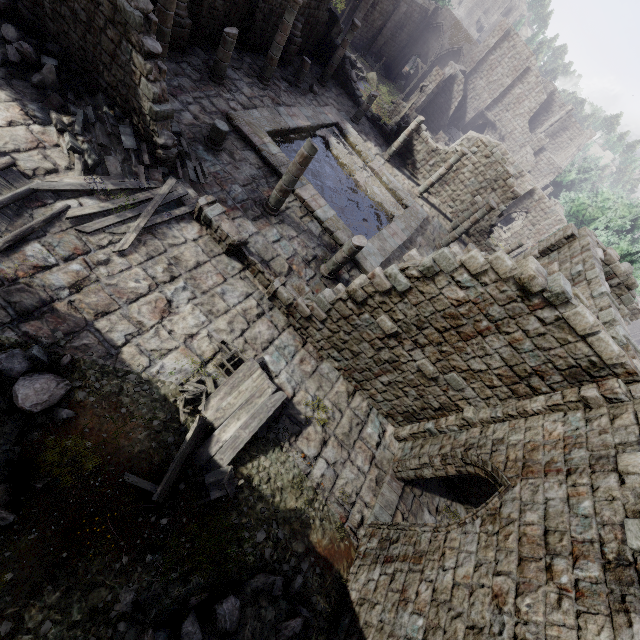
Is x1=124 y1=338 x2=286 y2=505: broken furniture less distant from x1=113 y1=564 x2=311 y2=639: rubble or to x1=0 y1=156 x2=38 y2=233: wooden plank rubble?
x1=113 y1=564 x2=311 y2=639: rubble

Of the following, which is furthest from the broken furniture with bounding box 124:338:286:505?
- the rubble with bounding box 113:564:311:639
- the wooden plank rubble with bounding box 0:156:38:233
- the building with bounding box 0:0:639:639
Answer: the wooden plank rubble with bounding box 0:156:38:233

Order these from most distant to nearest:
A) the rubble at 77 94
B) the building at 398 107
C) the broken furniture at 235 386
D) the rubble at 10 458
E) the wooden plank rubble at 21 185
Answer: the building at 398 107, the rubble at 77 94, the wooden plank rubble at 21 185, the broken furniture at 235 386, the rubble at 10 458

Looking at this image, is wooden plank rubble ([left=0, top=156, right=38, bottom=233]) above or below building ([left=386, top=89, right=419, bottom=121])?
above

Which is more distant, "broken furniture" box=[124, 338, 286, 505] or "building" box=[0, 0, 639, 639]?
"broken furniture" box=[124, 338, 286, 505]

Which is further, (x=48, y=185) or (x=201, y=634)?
(x=48, y=185)

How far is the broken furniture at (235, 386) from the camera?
7.0m
